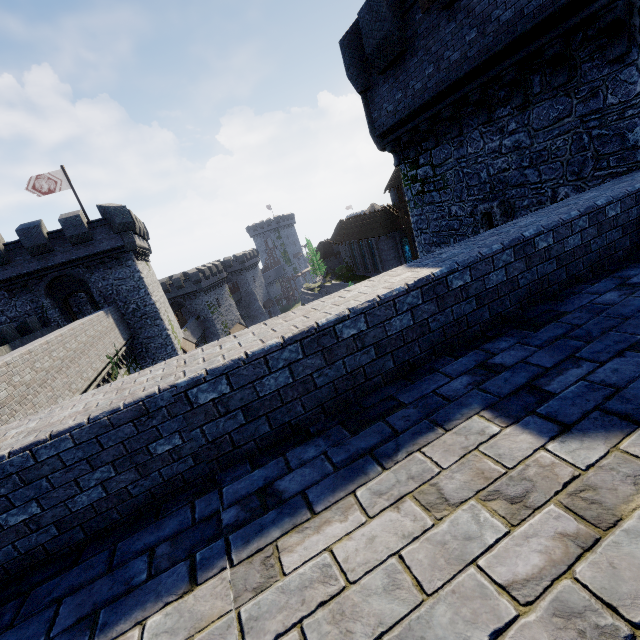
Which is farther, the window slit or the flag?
the flag

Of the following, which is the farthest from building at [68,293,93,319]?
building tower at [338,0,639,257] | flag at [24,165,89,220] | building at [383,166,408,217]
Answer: building at [383,166,408,217]

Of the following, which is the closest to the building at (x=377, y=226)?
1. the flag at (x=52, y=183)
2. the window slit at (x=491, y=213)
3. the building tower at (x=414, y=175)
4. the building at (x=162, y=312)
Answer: the building tower at (x=414, y=175)

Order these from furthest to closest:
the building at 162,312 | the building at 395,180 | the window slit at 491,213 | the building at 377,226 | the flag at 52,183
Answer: the building at 395,180 → the building at 377,226 → the flag at 52,183 → the building at 162,312 → the window slit at 491,213

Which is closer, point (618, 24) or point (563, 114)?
point (618, 24)

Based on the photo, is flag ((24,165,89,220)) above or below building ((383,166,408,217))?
above

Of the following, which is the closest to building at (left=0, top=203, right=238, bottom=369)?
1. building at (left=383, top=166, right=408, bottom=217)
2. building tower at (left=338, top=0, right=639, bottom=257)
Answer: building tower at (left=338, top=0, right=639, bottom=257)

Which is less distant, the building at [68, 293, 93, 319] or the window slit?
the window slit
